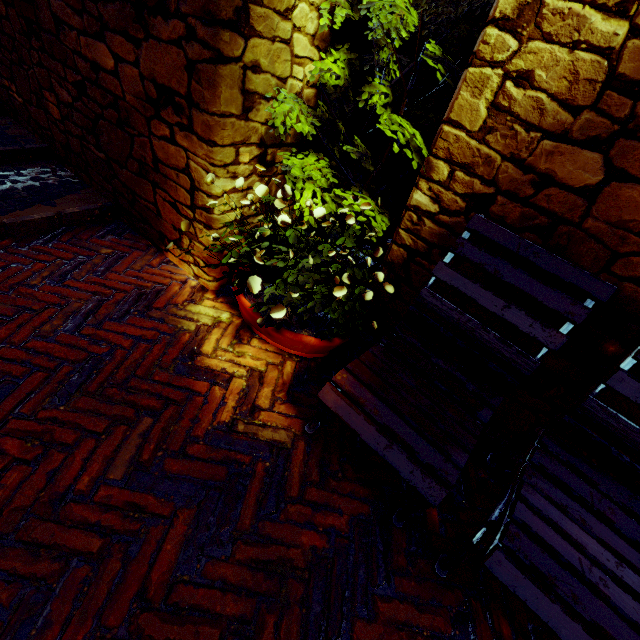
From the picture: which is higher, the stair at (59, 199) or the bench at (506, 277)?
the bench at (506, 277)

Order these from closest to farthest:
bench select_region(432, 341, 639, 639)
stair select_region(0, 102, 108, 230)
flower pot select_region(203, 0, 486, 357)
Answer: bench select_region(432, 341, 639, 639) < flower pot select_region(203, 0, 486, 357) < stair select_region(0, 102, 108, 230)

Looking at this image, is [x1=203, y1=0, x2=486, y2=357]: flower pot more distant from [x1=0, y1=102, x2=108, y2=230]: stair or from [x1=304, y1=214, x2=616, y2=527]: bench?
[x1=0, y1=102, x2=108, y2=230]: stair

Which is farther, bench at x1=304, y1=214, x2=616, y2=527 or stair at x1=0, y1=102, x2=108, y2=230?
stair at x1=0, y1=102, x2=108, y2=230

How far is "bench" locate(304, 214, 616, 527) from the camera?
1.25m

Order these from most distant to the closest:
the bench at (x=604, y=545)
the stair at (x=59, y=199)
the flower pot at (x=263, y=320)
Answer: the stair at (x=59, y=199) < the flower pot at (x=263, y=320) < the bench at (x=604, y=545)

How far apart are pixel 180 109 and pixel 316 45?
0.86m
